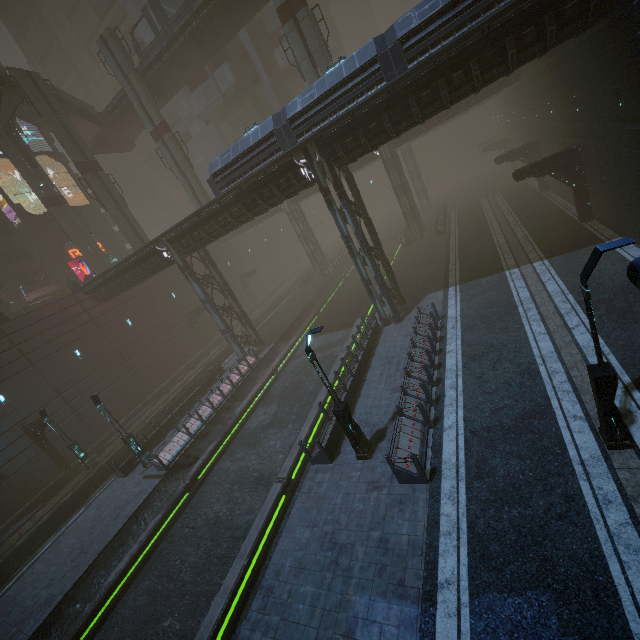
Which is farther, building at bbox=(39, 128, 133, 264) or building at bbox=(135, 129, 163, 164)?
building at bbox=(135, 129, 163, 164)

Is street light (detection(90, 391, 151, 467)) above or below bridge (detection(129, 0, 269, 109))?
below

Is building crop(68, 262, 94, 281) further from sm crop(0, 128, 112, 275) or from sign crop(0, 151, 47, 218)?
sm crop(0, 128, 112, 275)

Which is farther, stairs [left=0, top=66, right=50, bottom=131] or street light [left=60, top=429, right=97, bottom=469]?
stairs [left=0, top=66, right=50, bottom=131]

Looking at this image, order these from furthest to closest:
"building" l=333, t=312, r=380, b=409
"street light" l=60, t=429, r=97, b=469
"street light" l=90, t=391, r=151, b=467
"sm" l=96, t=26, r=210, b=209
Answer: "sm" l=96, t=26, r=210, b=209, "street light" l=60, t=429, r=97, b=469, "street light" l=90, t=391, r=151, b=467, "building" l=333, t=312, r=380, b=409

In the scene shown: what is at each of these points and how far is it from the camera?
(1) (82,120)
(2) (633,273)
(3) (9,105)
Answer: (1) stairs, 33.8 meters
(2) building, 7.0 meters
(3) stairs, 29.7 meters

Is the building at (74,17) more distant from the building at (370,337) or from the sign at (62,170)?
the sign at (62,170)

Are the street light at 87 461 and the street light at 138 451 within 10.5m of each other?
yes
